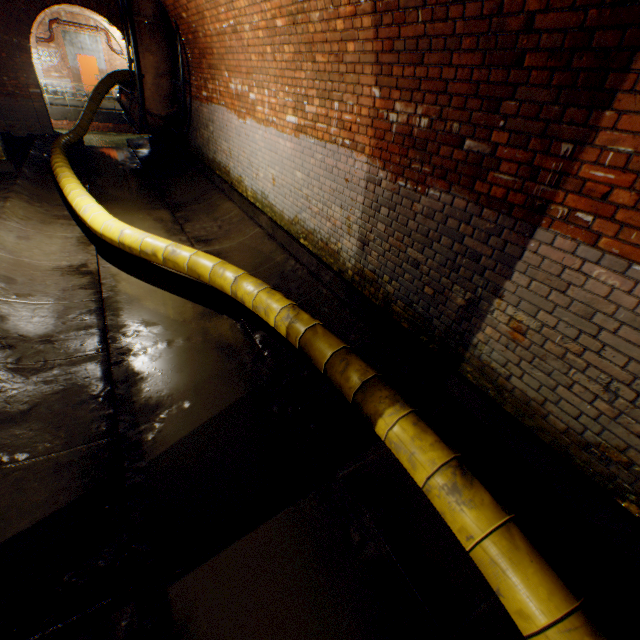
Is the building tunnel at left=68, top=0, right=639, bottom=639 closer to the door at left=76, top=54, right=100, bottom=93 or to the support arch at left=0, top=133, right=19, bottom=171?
the support arch at left=0, top=133, right=19, bottom=171

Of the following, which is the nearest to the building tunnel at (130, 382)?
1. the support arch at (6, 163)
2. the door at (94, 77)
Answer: the support arch at (6, 163)

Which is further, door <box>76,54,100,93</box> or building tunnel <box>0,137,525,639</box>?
door <box>76,54,100,93</box>

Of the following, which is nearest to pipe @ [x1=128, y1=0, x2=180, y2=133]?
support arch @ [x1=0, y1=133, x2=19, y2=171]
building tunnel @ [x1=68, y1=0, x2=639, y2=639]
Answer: building tunnel @ [x1=68, y1=0, x2=639, y2=639]

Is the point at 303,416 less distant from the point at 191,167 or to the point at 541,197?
the point at 541,197

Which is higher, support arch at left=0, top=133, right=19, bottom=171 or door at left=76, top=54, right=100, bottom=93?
door at left=76, top=54, right=100, bottom=93

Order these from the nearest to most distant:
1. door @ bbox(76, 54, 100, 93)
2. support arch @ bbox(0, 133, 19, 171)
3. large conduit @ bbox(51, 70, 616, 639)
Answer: large conduit @ bbox(51, 70, 616, 639) → support arch @ bbox(0, 133, 19, 171) → door @ bbox(76, 54, 100, 93)

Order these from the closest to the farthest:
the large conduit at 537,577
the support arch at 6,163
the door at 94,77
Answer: the large conduit at 537,577
the support arch at 6,163
the door at 94,77
